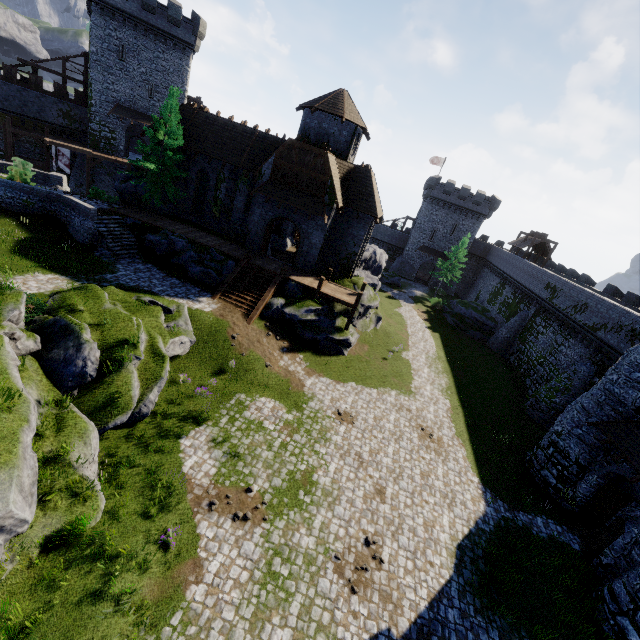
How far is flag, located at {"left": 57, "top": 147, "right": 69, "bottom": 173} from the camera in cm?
3515

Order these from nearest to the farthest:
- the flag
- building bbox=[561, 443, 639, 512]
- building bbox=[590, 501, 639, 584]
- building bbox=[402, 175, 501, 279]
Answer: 1. building bbox=[590, 501, 639, 584]
2. building bbox=[561, 443, 639, 512]
3. the flag
4. building bbox=[402, 175, 501, 279]

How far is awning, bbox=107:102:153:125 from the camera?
37.2 meters

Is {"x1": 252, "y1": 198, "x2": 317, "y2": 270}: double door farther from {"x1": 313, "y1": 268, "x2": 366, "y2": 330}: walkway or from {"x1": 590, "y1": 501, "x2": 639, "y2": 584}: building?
{"x1": 590, "y1": 501, "x2": 639, "y2": 584}: building

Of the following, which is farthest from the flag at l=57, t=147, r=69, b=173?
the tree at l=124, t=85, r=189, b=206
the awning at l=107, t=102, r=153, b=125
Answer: the tree at l=124, t=85, r=189, b=206

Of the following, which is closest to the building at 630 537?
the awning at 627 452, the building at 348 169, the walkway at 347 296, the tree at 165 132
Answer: the awning at 627 452

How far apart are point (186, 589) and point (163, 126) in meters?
29.8

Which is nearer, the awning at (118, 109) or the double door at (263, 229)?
the double door at (263, 229)
